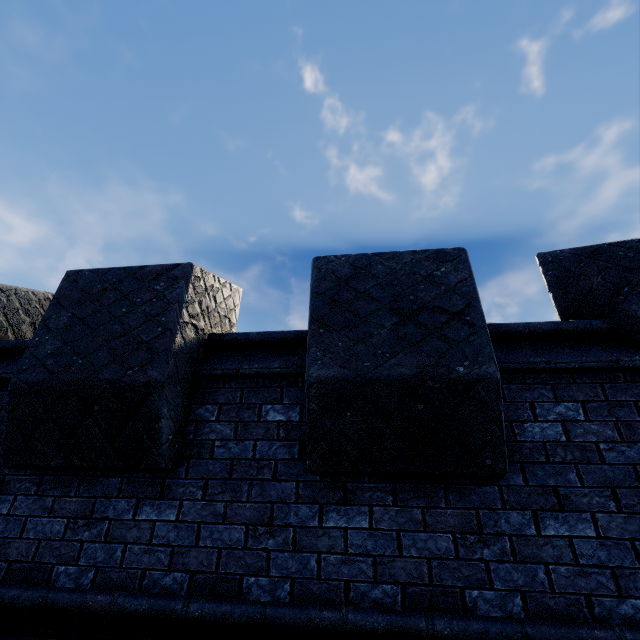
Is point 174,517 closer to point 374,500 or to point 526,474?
point 374,500
